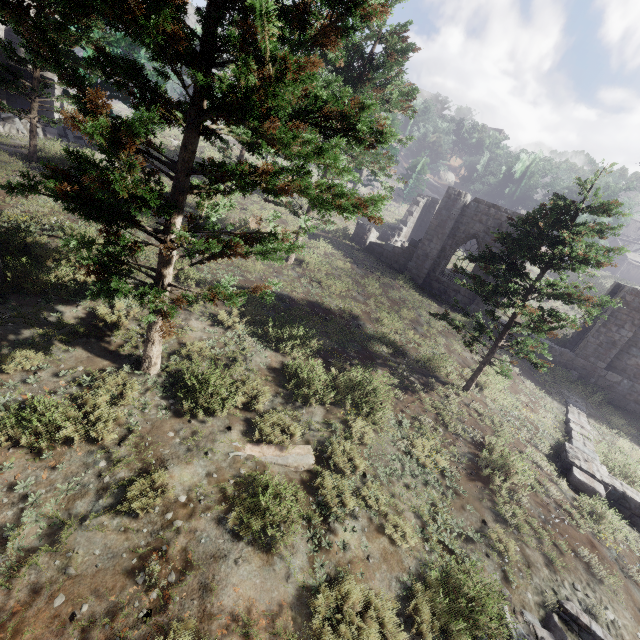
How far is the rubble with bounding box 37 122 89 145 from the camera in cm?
2052

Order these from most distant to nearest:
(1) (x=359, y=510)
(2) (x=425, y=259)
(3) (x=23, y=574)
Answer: (2) (x=425, y=259) → (1) (x=359, y=510) → (3) (x=23, y=574)

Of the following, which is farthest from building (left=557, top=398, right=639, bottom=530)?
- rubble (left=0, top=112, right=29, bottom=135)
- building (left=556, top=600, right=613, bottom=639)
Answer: rubble (left=0, top=112, right=29, bottom=135)

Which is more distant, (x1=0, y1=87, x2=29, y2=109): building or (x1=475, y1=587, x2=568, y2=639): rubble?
(x1=0, y1=87, x2=29, y2=109): building

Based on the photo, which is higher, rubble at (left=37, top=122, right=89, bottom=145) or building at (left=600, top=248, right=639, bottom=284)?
building at (left=600, top=248, right=639, bottom=284)

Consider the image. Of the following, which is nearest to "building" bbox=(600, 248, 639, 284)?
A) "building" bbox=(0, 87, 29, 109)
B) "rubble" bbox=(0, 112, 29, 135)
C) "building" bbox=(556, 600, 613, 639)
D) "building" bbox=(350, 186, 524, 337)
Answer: "building" bbox=(350, 186, 524, 337)

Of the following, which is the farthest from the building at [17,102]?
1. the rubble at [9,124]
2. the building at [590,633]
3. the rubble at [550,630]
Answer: the building at [590,633]

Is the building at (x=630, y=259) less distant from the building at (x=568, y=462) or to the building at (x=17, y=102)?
the building at (x=568, y=462)
